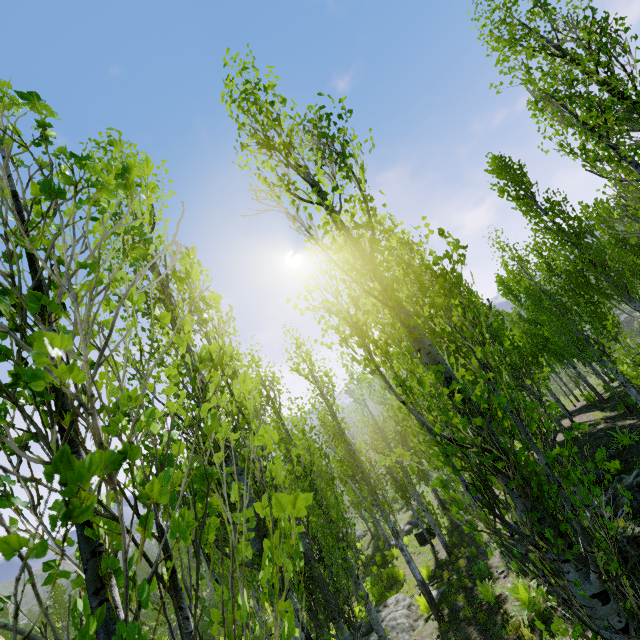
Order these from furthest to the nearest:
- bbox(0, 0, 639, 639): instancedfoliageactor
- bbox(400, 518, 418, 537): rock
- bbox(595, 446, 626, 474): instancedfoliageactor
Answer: bbox(400, 518, 418, 537): rock
bbox(595, 446, 626, 474): instancedfoliageactor
bbox(0, 0, 639, 639): instancedfoliageactor

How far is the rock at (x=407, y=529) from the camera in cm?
2284

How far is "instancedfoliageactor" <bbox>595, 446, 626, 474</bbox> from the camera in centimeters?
240cm

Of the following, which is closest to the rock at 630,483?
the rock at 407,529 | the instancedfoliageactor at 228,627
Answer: the instancedfoliageactor at 228,627

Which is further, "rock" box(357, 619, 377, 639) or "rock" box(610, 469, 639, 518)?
"rock" box(357, 619, 377, 639)

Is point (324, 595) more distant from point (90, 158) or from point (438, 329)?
point (90, 158)

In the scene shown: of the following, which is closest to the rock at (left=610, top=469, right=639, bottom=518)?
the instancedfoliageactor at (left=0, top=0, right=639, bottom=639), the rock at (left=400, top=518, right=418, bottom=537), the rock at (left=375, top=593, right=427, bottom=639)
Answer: the instancedfoliageactor at (left=0, top=0, right=639, bottom=639)

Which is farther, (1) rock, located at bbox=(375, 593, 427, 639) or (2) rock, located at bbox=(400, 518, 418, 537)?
(2) rock, located at bbox=(400, 518, 418, 537)
